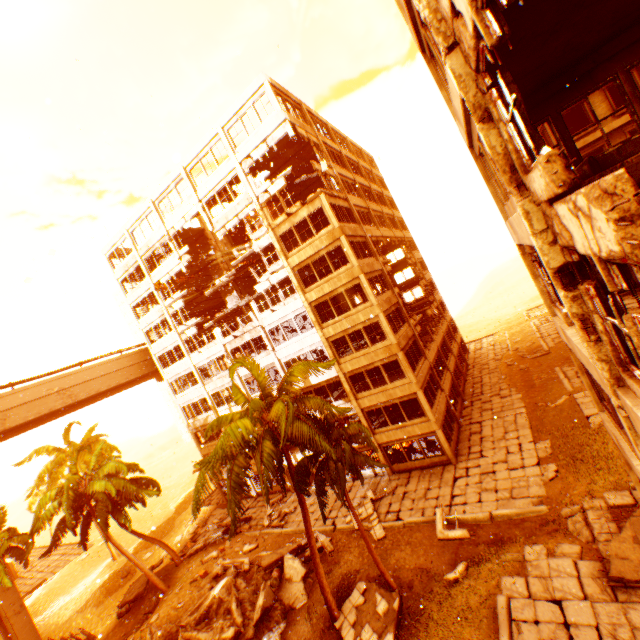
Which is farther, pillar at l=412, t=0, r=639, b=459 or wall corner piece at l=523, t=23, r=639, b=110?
wall corner piece at l=523, t=23, r=639, b=110

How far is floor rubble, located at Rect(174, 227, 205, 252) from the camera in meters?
31.9 m

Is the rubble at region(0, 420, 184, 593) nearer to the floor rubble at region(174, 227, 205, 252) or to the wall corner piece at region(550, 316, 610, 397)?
the wall corner piece at region(550, 316, 610, 397)

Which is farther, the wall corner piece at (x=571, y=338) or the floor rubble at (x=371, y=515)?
the floor rubble at (x=371, y=515)

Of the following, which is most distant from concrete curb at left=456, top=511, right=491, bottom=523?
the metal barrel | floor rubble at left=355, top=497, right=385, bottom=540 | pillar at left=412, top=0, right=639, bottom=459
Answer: the metal barrel

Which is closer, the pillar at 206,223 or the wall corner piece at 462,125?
the wall corner piece at 462,125

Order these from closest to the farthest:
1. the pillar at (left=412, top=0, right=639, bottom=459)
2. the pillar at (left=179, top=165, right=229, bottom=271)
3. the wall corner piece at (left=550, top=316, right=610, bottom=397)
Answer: the pillar at (left=412, top=0, right=639, bottom=459)
the wall corner piece at (left=550, top=316, right=610, bottom=397)
the pillar at (left=179, top=165, right=229, bottom=271)

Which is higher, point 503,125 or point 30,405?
point 30,405
